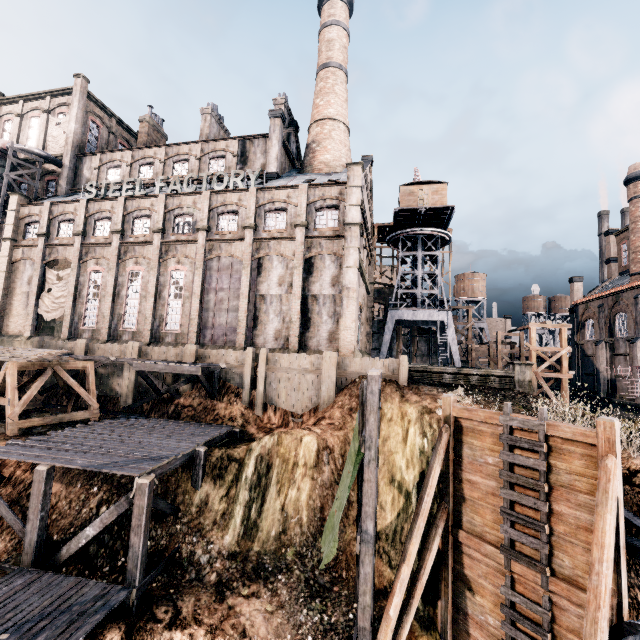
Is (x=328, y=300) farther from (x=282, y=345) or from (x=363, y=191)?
(x=363, y=191)

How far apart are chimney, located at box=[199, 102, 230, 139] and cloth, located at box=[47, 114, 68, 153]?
16.16m

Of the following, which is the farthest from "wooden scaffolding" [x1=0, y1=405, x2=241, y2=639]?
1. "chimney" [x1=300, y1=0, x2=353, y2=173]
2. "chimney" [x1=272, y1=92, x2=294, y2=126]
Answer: "chimney" [x1=272, y1=92, x2=294, y2=126]

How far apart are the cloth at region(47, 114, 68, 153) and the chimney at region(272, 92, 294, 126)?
25.4 meters

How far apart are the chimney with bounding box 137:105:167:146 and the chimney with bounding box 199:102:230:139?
7.5m

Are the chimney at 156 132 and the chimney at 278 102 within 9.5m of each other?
no

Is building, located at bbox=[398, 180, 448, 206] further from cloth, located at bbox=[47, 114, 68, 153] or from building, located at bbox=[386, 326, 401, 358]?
cloth, located at bbox=[47, 114, 68, 153]

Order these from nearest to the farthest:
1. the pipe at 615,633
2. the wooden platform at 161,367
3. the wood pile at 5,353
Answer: the pipe at 615,633 → the wood pile at 5,353 → the wooden platform at 161,367
